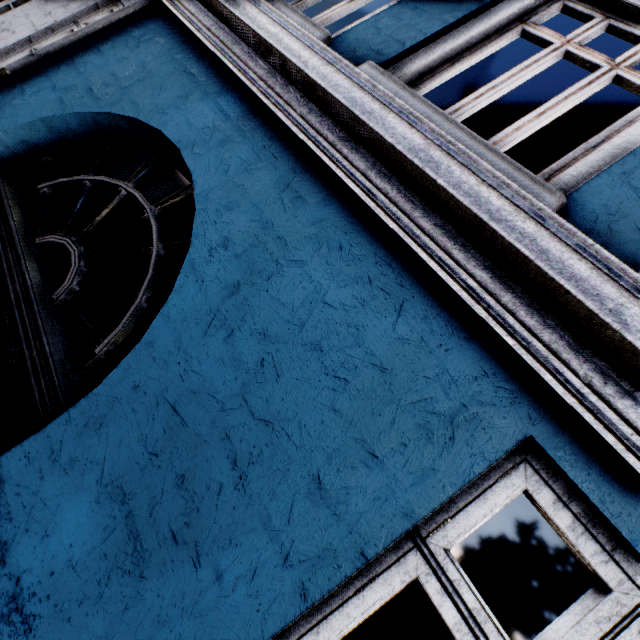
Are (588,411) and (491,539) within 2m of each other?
no
